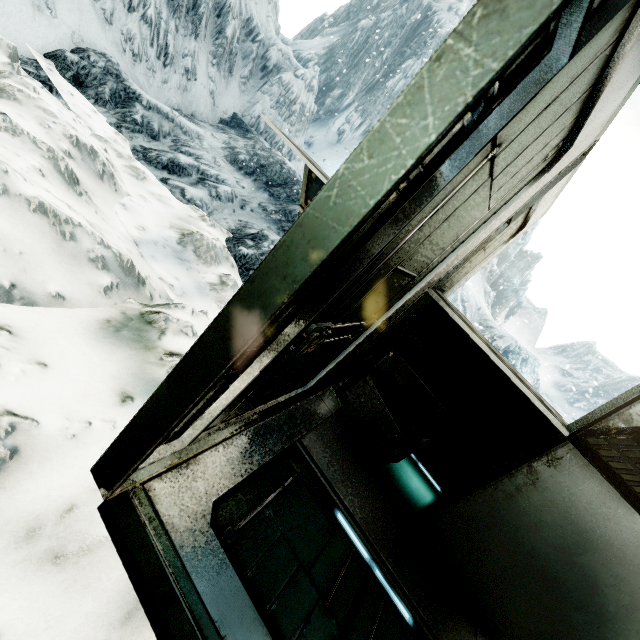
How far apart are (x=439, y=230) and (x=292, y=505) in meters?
1.7

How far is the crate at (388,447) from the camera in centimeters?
272cm

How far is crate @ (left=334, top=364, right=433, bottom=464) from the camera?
2.7m
